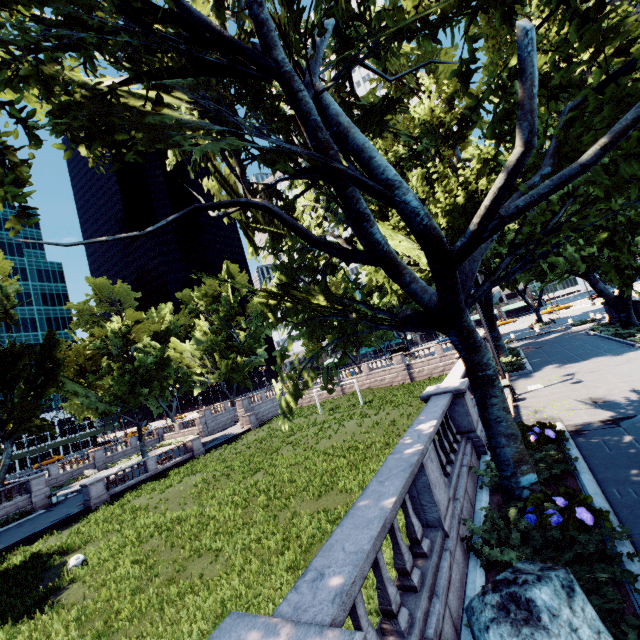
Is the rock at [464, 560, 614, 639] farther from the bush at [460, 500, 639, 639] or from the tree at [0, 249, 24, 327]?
the tree at [0, 249, 24, 327]

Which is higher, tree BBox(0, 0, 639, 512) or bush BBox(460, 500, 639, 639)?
tree BBox(0, 0, 639, 512)

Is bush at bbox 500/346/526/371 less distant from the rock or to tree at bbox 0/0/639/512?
tree at bbox 0/0/639/512

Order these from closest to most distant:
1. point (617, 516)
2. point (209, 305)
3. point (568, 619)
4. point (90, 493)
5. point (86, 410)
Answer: point (568, 619) → point (617, 516) → point (90, 493) → point (86, 410) → point (209, 305)

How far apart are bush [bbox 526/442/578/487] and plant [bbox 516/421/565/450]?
0.01m

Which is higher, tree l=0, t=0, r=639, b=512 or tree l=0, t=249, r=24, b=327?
tree l=0, t=249, r=24, b=327

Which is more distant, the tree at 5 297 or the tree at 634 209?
the tree at 5 297

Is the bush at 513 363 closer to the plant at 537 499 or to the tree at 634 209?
the tree at 634 209
